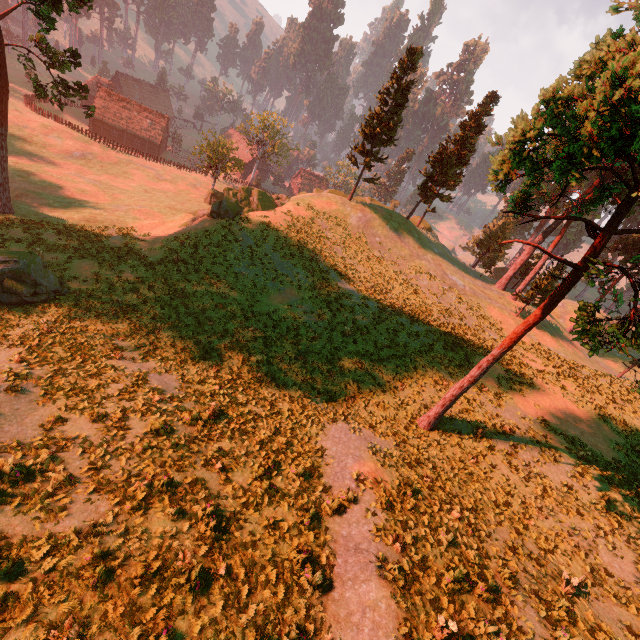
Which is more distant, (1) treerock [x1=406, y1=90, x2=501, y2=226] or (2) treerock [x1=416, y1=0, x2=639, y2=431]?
(1) treerock [x1=406, y1=90, x2=501, y2=226]

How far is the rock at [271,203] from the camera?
30.92m

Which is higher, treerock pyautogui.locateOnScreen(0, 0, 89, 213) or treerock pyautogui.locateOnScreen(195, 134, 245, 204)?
treerock pyautogui.locateOnScreen(0, 0, 89, 213)

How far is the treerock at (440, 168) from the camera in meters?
36.9 m

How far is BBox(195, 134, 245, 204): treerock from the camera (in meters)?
49.00

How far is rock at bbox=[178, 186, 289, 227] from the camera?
30.92m

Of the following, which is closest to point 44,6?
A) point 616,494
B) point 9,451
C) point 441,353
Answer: point 9,451
